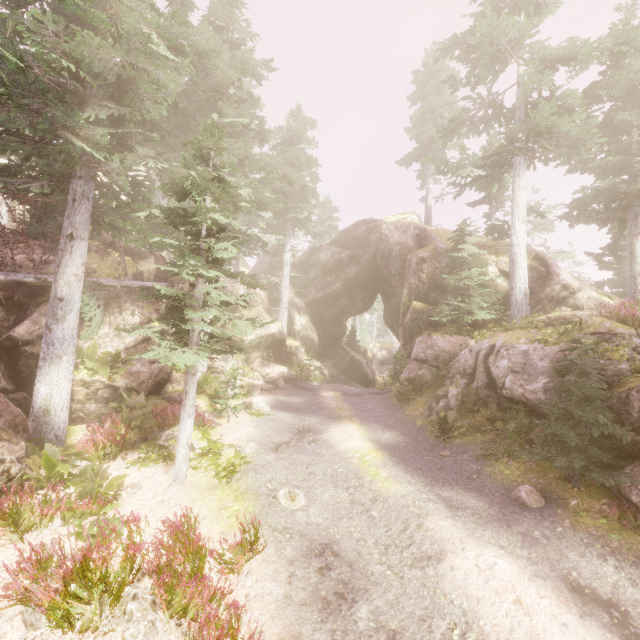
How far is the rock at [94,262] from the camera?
16.2 meters

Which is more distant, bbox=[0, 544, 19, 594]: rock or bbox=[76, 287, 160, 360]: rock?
bbox=[76, 287, 160, 360]: rock

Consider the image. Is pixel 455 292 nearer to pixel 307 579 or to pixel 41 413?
pixel 307 579

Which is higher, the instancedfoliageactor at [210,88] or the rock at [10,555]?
the instancedfoliageactor at [210,88]

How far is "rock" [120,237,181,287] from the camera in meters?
17.6

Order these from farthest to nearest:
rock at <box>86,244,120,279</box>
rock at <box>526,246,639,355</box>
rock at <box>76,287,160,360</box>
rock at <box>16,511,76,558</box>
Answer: rock at <box>86,244,120,279</box> < rock at <box>76,287,160,360</box> < rock at <box>526,246,639,355</box> < rock at <box>16,511,76,558</box>
